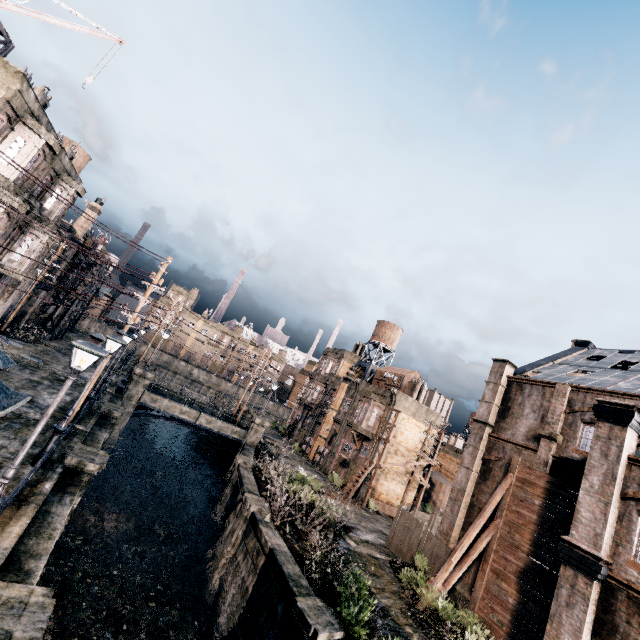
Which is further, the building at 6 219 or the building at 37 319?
the building at 37 319

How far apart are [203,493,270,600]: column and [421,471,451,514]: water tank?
35.8m

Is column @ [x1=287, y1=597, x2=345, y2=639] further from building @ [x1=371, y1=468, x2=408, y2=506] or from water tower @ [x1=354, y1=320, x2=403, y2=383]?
water tower @ [x1=354, y1=320, x2=403, y2=383]

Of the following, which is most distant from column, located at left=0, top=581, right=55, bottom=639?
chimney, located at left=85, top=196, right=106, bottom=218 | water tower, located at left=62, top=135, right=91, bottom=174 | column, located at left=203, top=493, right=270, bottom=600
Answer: water tower, located at left=62, top=135, right=91, bottom=174

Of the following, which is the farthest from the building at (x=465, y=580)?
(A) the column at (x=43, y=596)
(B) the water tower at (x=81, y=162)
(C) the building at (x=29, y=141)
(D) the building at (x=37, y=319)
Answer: (B) the water tower at (x=81, y=162)

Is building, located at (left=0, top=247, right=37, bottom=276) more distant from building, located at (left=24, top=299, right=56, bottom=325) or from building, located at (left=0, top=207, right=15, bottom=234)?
building, located at (left=24, top=299, right=56, bottom=325)

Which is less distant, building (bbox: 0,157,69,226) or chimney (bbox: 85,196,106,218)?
building (bbox: 0,157,69,226)

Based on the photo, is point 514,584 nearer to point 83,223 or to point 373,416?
point 373,416
